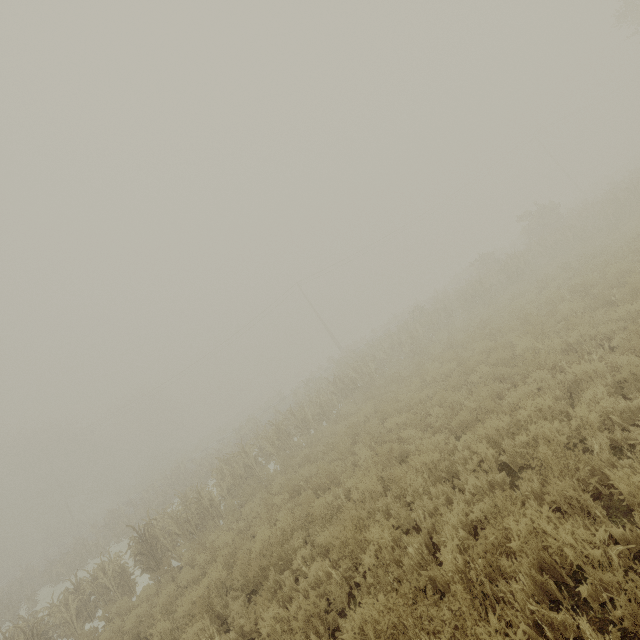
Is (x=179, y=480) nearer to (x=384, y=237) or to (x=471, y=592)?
(x=471, y=592)
